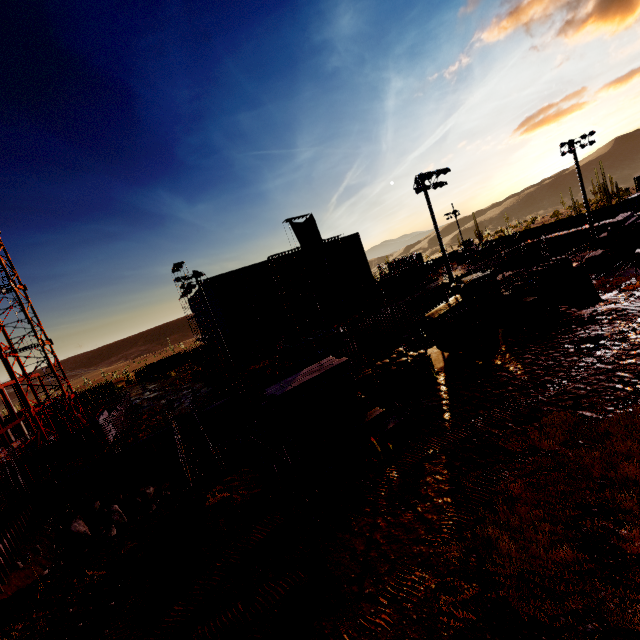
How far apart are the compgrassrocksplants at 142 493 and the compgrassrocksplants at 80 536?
2.5 meters

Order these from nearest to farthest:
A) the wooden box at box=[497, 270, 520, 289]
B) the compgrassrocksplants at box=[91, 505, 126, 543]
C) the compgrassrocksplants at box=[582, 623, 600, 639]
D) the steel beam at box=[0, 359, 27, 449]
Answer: the compgrassrocksplants at box=[582, 623, 600, 639] < the compgrassrocksplants at box=[91, 505, 126, 543] < the wooden box at box=[497, 270, 520, 289] < the steel beam at box=[0, 359, 27, 449]

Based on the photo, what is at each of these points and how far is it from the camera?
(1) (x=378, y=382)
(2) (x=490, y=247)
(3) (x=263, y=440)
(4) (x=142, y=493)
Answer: (1) bagged concrete mix, 17.7 meters
(2) fence, 58.2 meters
(3) concrete beam, 14.1 meters
(4) compgrassrocksplants, 22.6 meters

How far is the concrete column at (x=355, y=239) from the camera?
48.4 meters

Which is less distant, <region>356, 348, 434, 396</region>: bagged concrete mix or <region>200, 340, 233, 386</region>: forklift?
<region>356, 348, 434, 396</region>: bagged concrete mix

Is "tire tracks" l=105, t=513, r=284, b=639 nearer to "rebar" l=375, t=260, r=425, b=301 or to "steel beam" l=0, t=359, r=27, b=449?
"steel beam" l=0, t=359, r=27, b=449

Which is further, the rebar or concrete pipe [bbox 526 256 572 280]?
the rebar

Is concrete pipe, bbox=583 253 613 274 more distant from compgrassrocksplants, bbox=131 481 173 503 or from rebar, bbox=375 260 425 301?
compgrassrocksplants, bbox=131 481 173 503
